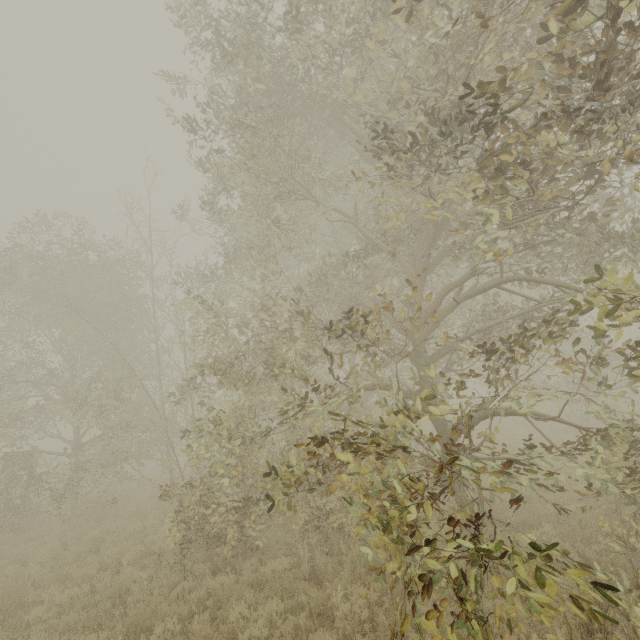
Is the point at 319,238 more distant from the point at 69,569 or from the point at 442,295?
the point at 69,569
